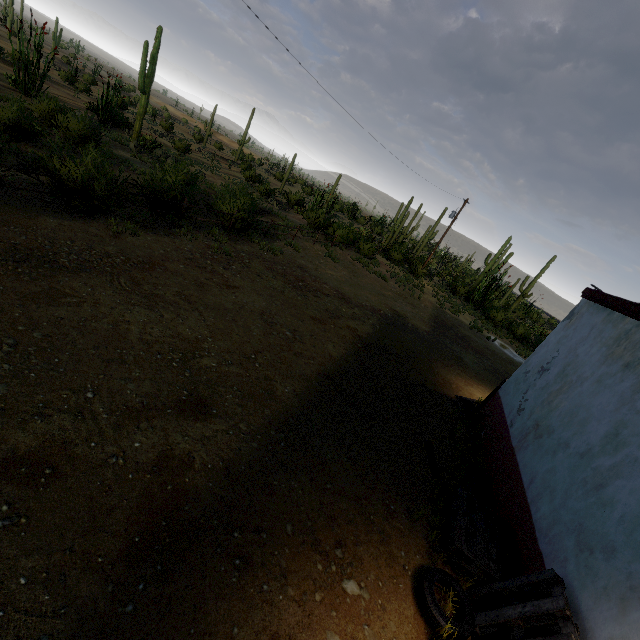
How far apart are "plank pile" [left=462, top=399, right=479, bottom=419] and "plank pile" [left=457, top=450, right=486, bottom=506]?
1.3 meters

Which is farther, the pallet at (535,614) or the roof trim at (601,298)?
the roof trim at (601,298)

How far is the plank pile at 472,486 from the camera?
5.9m

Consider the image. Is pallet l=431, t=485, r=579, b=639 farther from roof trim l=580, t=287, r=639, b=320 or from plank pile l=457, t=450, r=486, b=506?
roof trim l=580, t=287, r=639, b=320

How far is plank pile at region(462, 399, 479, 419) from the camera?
8.7m

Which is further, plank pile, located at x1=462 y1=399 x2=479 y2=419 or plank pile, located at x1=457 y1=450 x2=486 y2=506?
plank pile, located at x1=462 y1=399 x2=479 y2=419

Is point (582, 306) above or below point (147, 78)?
above

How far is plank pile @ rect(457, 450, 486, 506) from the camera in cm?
595
